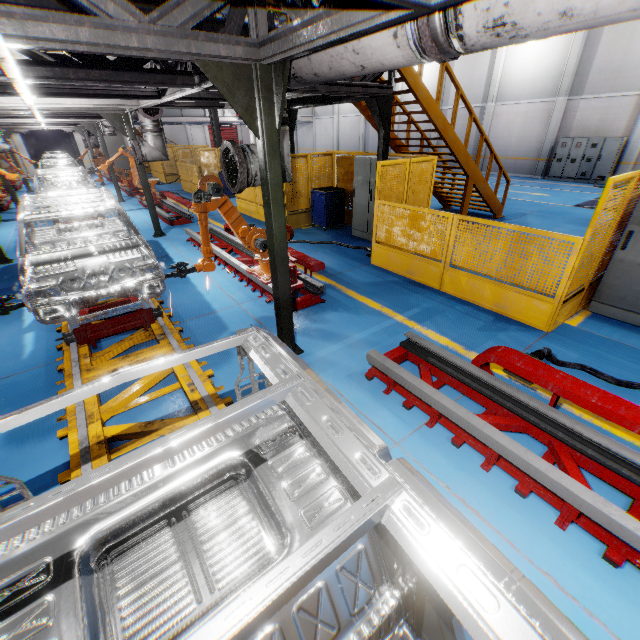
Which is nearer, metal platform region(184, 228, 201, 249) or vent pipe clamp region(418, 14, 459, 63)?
vent pipe clamp region(418, 14, 459, 63)

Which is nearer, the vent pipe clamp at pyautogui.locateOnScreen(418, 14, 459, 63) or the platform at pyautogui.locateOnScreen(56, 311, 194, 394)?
the vent pipe clamp at pyautogui.locateOnScreen(418, 14, 459, 63)

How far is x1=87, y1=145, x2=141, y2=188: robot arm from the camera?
12.91m

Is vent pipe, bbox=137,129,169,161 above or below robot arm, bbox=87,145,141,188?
above

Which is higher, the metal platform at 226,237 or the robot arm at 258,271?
the robot arm at 258,271

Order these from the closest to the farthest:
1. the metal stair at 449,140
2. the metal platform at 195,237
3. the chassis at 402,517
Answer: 1. the chassis at 402,517
2. the metal stair at 449,140
3. the metal platform at 195,237

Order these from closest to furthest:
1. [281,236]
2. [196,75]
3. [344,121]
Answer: [281,236] → [196,75] → [344,121]

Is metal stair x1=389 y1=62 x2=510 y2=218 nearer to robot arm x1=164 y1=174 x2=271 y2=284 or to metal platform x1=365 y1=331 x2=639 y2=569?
robot arm x1=164 y1=174 x2=271 y2=284
